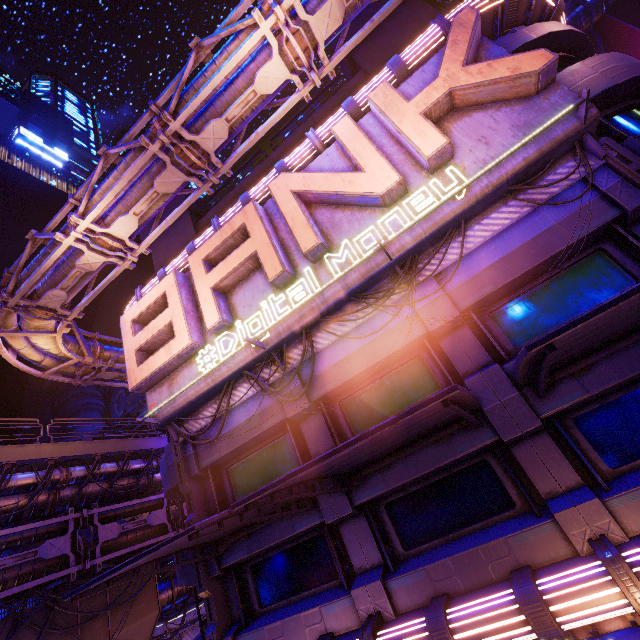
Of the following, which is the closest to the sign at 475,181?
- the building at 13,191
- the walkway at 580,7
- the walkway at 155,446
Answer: the walkway at 155,446

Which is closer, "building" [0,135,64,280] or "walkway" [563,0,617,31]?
"walkway" [563,0,617,31]

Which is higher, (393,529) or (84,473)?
(84,473)

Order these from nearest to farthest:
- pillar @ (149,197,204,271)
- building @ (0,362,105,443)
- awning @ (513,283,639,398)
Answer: awning @ (513,283,639,398), pillar @ (149,197,204,271), building @ (0,362,105,443)

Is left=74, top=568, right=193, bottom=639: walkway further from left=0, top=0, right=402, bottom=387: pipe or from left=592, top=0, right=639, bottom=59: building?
left=592, top=0, right=639, bottom=59: building

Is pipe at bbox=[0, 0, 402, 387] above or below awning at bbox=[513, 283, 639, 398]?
above

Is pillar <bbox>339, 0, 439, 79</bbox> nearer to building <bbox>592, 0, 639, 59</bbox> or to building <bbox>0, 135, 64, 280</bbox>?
building <bbox>592, 0, 639, 59</bbox>

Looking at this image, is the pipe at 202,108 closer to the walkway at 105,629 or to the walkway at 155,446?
the walkway at 155,446
